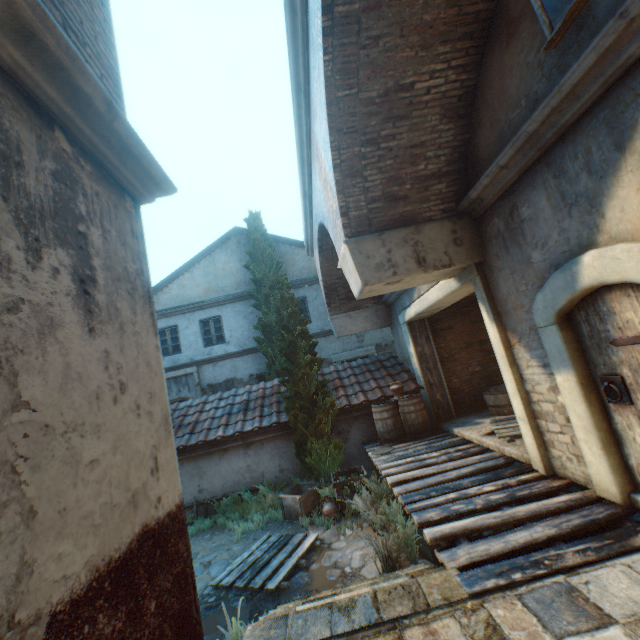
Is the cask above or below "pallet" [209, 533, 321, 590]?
above

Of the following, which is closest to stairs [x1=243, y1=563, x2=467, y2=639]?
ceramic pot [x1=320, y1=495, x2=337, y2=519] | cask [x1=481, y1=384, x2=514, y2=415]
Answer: ceramic pot [x1=320, y1=495, x2=337, y2=519]

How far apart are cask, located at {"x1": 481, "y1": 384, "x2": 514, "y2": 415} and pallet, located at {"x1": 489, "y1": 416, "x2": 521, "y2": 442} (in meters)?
0.71

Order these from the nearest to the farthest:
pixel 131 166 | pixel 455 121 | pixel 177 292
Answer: pixel 131 166, pixel 455 121, pixel 177 292

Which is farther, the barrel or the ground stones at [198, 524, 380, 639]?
the barrel

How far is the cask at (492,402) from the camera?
7.5m

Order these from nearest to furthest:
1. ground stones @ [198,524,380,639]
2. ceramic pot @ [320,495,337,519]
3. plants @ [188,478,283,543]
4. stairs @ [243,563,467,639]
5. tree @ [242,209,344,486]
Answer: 1. stairs @ [243,563,467,639]
2. ground stones @ [198,524,380,639]
3. ceramic pot @ [320,495,337,519]
4. plants @ [188,478,283,543]
5. tree @ [242,209,344,486]

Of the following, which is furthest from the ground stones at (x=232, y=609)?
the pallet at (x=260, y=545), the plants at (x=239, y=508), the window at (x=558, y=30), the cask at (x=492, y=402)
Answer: the window at (x=558, y=30)
